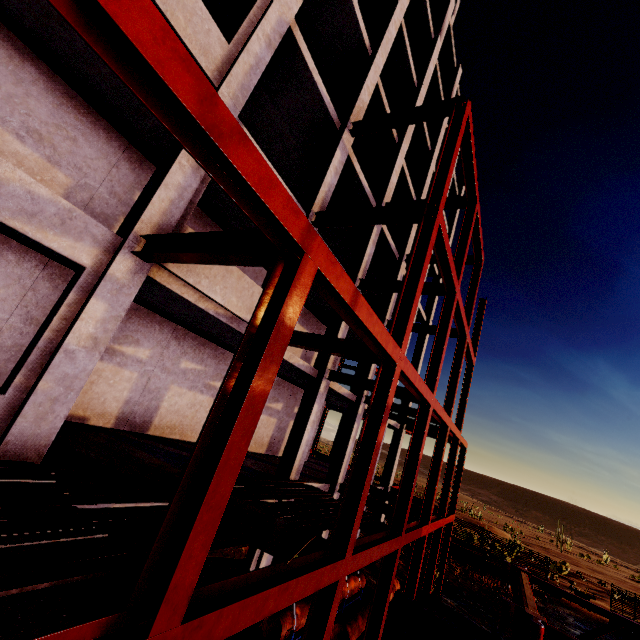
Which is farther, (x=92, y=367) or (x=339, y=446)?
(x=339, y=446)

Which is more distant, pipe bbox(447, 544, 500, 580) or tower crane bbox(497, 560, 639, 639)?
pipe bbox(447, 544, 500, 580)

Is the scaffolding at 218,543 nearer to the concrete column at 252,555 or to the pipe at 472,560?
the concrete column at 252,555

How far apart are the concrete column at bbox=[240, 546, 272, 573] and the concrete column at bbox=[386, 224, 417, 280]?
3.2m

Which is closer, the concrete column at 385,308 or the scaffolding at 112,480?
the scaffolding at 112,480

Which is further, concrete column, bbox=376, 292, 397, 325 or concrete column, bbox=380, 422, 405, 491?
concrete column, bbox=380, 422, 405, 491

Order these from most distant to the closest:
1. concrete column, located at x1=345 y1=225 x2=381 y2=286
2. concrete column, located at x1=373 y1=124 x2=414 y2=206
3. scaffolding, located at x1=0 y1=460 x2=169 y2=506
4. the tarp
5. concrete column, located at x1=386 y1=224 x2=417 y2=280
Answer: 1. concrete column, located at x1=386 y1=224 x2=417 y2=280
2. concrete column, located at x1=373 y1=124 x2=414 y2=206
3. concrete column, located at x1=345 y1=225 x2=381 y2=286
4. the tarp
5. scaffolding, located at x1=0 y1=460 x2=169 y2=506
